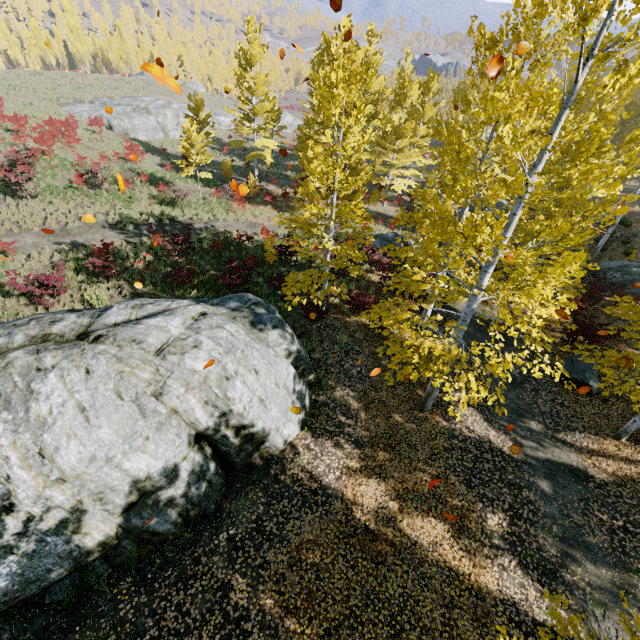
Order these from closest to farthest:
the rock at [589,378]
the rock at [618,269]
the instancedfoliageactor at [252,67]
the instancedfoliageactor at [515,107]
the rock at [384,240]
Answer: the instancedfoliageactor at [515,107] < the rock at [589,378] < the rock at [618,269] < the rock at [384,240] < the instancedfoliageactor at [252,67]

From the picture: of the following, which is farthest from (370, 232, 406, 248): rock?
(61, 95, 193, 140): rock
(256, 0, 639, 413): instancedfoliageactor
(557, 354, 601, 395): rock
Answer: (61, 95, 193, 140): rock

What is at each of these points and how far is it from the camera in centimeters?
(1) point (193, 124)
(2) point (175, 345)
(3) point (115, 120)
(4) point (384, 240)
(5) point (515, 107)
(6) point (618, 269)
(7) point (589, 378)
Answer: (1) instancedfoliageactor, 2008cm
(2) rock, 757cm
(3) rock, 3247cm
(4) rock, 2059cm
(5) instancedfoliageactor, 530cm
(6) rock, 1817cm
(7) rock, 1162cm

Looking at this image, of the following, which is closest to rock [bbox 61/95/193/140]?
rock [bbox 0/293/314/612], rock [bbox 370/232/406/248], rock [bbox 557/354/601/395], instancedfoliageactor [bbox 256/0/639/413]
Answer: instancedfoliageactor [bbox 256/0/639/413]

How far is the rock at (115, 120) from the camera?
32.97m

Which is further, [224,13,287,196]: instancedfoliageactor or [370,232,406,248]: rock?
[224,13,287,196]: instancedfoliageactor

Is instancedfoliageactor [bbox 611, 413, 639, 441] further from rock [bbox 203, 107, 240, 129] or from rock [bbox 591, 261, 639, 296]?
rock [bbox 203, 107, 240, 129]

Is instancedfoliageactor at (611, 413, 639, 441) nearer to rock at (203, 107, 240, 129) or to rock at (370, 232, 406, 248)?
rock at (370, 232, 406, 248)
